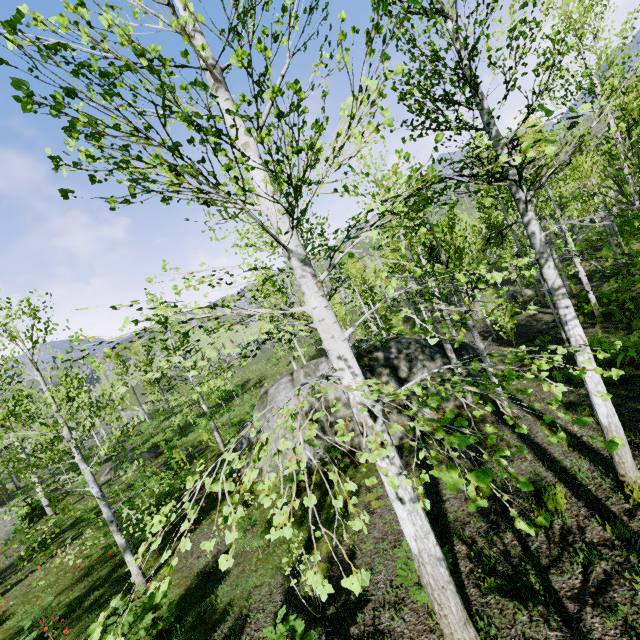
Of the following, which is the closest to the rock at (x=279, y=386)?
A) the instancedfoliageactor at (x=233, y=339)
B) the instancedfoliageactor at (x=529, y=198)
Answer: the instancedfoliageactor at (x=233, y=339)

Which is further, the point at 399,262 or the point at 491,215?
the point at 491,215

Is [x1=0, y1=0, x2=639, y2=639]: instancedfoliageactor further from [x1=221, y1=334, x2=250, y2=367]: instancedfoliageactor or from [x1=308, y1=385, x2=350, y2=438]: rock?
[x1=221, y1=334, x2=250, y2=367]: instancedfoliageactor

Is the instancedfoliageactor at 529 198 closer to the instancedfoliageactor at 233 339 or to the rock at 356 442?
the rock at 356 442

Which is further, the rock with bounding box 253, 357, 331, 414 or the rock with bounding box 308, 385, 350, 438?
the rock with bounding box 253, 357, 331, 414

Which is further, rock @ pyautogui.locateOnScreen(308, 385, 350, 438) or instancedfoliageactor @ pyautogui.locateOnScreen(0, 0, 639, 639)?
rock @ pyautogui.locateOnScreen(308, 385, 350, 438)

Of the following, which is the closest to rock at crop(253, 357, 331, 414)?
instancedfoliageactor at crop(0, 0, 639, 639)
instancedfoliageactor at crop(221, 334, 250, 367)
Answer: instancedfoliageactor at crop(221, 334, 250, 367)
